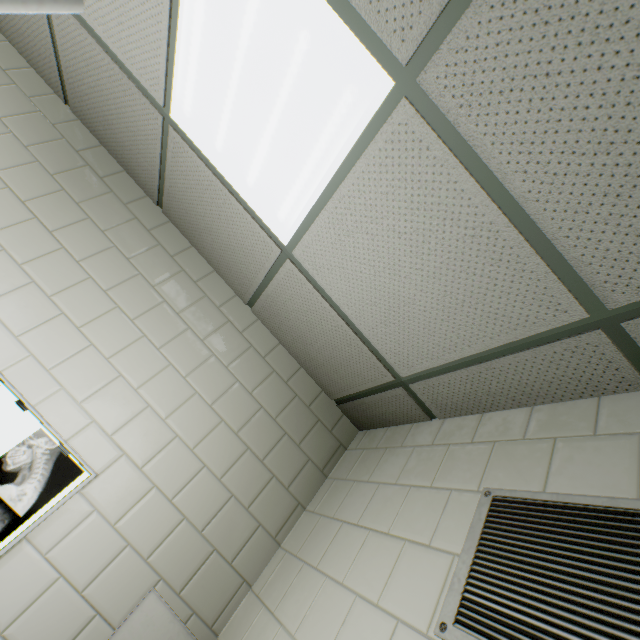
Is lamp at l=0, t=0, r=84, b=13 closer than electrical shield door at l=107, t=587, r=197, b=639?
Yes

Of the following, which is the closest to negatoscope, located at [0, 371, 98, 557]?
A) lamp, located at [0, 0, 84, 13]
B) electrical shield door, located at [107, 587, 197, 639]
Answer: electrical shield door, located at [107, 587, 197, 639]

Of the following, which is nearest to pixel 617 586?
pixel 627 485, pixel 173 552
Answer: pixel 627 485

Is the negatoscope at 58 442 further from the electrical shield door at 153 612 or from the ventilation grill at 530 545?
the ventilation grill at 530 545

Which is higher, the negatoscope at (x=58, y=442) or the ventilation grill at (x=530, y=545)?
the ventilation grill at (x=530, y=545)

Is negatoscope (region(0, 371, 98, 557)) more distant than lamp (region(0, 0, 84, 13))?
Yes

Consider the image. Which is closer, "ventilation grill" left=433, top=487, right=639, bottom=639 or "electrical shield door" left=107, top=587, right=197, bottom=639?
"ventilation grill" left=433, top=487, right=639, bottom=639

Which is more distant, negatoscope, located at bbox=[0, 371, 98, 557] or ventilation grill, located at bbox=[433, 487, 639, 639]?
negatoscope, located at bbox=[0, 371, 98, 557]
